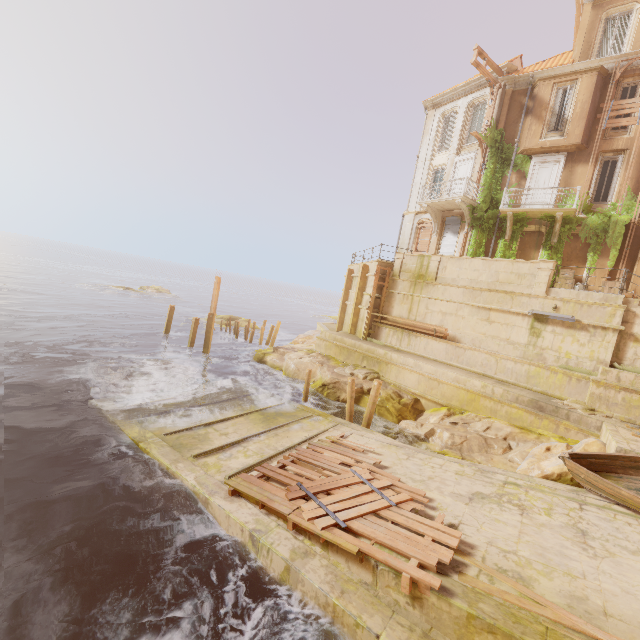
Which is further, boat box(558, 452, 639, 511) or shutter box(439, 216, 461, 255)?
shutter box(439, 216, 461, 255)

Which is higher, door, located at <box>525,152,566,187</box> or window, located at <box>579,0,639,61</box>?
window, located at <box>579,0,639,61</box>

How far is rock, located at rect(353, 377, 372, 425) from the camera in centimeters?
1585cm

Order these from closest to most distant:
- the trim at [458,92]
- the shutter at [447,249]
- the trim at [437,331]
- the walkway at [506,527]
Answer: the walkway at [506,527]
the trim at [437,331]
the trim at [458,92]
the shutter at [447,249]

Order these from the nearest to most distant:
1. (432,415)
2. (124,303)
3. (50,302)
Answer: (432,415) < (50,302) < (124,303)

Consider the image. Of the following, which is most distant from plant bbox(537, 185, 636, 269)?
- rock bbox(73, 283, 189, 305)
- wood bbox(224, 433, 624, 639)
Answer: rock bbox(73, 283, 189, 305)

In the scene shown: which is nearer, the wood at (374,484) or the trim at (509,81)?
the wood at (374,484)

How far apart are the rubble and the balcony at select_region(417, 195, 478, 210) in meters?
11.8 m
